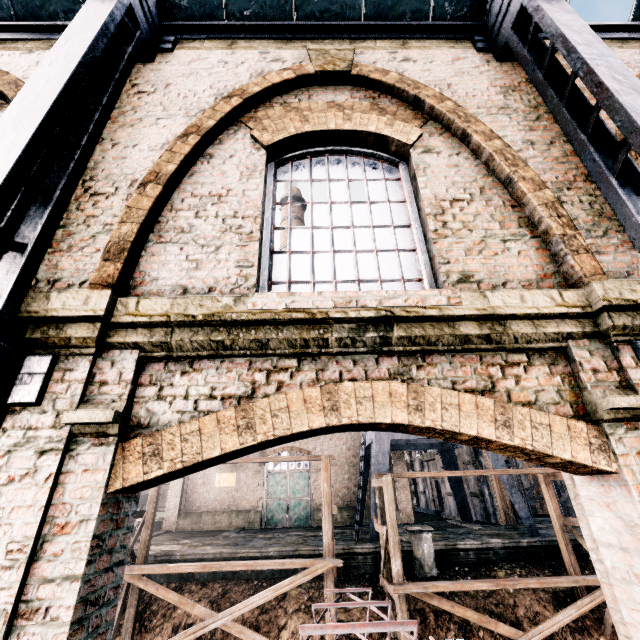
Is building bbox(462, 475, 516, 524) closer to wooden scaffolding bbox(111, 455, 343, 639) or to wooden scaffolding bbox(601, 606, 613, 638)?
wooden scaffolding bbox(601, 606, 613, 638)

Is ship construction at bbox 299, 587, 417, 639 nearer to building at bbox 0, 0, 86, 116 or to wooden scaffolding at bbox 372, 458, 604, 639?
building at bbox 0, 0, 86, 116

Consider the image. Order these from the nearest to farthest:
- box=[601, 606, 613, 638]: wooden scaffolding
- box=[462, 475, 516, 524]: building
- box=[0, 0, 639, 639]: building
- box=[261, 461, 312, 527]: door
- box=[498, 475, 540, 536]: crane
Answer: box=[0, 0, 639, 639]: building, box=[601, 606, 613, 638]: wooden scaffolding, box=[498, 475, 540, 536]: crane, box=[462, 475, 516, 524]: building, box=[261, 461, 312, 527]: door

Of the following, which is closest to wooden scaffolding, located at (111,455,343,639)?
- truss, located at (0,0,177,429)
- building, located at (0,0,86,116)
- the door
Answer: building, located at (0,0,86,116)

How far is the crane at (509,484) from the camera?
17.7 meters

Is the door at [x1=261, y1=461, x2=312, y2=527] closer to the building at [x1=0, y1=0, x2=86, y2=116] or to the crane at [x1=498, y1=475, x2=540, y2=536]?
the crane at [x1=498, y1=475, x2=540, y2=536]

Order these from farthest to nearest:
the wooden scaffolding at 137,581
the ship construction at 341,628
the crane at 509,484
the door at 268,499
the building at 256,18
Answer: the door at 268,499 < the crane at 509,484 < the wooden scaffolding at 137,581 < the ship construction at 341,628 < the building at 256,18

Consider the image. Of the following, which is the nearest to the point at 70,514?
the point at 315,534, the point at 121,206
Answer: the point at 121,206
